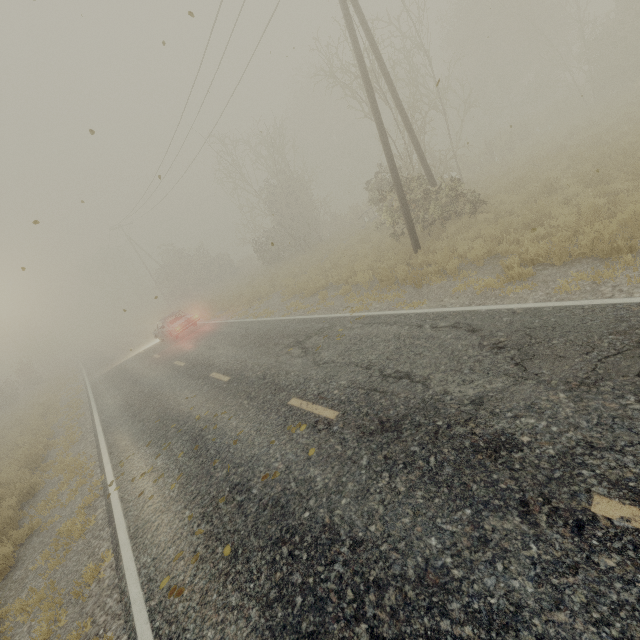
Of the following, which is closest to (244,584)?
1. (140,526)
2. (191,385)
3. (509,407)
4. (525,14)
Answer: (140,526)

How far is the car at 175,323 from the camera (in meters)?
18.92

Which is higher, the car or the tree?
the tree

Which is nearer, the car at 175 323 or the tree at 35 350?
the car at 175 323

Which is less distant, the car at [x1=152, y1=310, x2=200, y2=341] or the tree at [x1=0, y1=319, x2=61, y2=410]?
the car at [x1=152, y1=310, x2=200, y2=341]

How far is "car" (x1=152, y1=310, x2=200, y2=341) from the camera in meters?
18.9 m
